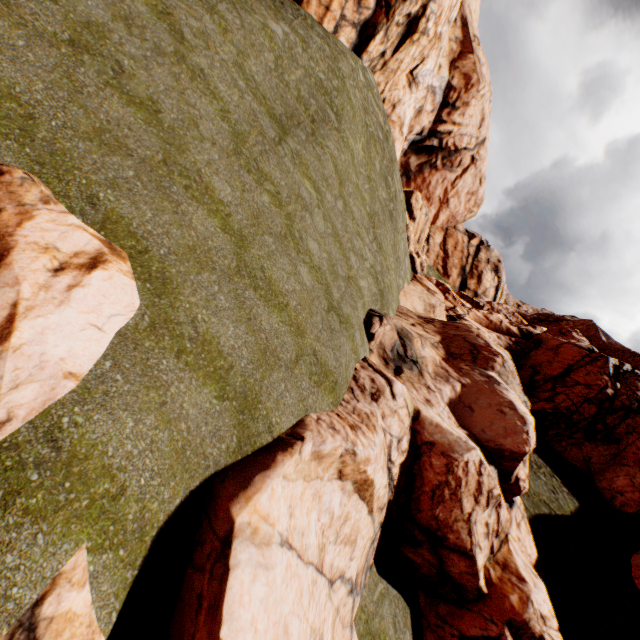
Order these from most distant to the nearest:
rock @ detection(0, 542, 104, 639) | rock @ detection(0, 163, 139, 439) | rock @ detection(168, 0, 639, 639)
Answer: rock @ detection(168, 0, 639, 639)
rock @ detection(0, 163, 139, 439)
rock @ detection(0, 542, 104, 639)

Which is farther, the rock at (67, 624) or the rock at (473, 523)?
the rock at (473, 523)

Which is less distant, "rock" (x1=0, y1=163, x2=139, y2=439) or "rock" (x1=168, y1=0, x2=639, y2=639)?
"rock" (x1=0, y1=163, x2=139, y2=439)

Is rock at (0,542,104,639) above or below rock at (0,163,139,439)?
below

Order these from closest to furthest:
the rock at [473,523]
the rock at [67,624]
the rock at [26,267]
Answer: the rock at [67,624] < the rock at [26,267] < the rock at [473,523]

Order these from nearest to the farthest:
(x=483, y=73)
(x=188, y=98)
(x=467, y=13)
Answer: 1. (x=188, y=98)
2. (x=467, y=13)
3. (x=483, y=73)
